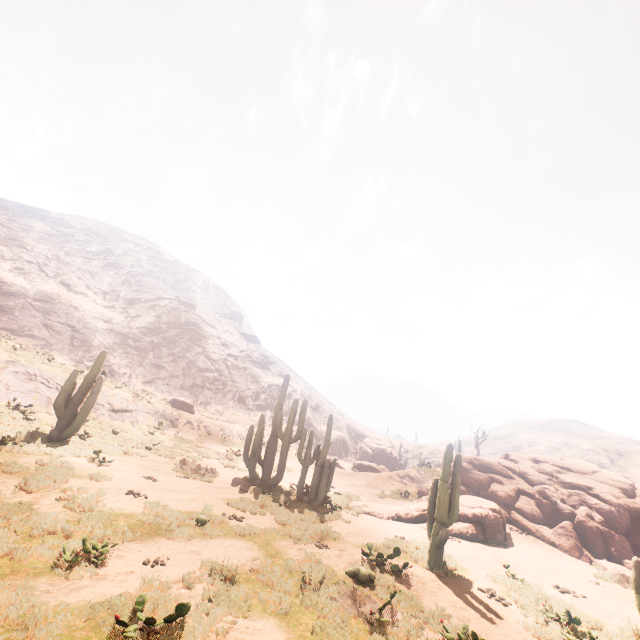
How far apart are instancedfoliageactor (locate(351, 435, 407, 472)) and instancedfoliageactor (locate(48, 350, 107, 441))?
34.7m

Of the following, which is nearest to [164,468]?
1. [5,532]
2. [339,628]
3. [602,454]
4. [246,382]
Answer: [5,532]

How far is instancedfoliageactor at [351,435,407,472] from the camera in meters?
33.2 m

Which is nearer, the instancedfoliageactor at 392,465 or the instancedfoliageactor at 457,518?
the instancedfoliageactor at 457,518

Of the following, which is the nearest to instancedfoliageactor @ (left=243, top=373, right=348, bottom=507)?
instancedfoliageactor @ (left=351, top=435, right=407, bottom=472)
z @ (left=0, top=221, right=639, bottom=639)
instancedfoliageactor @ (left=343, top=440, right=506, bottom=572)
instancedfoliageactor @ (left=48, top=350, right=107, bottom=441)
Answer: instancedfoliageactor @ (left=343, top=440, right=506, bottom=572)

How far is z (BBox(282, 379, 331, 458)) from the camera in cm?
4409

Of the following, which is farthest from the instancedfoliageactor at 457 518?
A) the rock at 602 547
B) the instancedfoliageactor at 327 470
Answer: the rock at 602 547

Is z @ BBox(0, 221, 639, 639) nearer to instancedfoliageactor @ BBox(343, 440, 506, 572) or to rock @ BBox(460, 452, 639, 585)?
rock @ BBox(460, 452, 639, 585)
